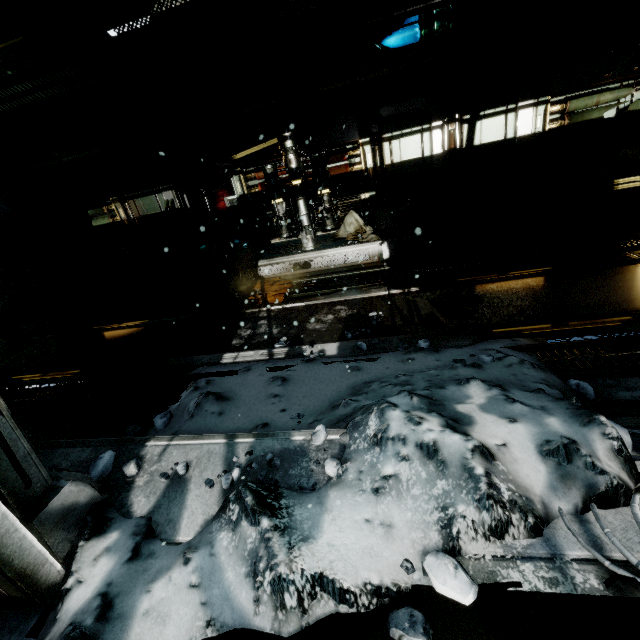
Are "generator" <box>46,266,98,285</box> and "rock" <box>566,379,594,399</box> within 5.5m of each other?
no

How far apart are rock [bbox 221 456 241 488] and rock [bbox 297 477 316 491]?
0.4m

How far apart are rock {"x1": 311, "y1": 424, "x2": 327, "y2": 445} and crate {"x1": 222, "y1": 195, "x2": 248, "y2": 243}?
9.0 meters

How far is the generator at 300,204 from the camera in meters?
6.5

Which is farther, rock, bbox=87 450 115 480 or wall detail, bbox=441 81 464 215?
wall detail, bbox=441 81 464 215

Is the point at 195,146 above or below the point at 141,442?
above

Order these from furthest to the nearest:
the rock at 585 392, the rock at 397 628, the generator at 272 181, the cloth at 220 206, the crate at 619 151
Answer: the cloth at 220 206 < the generator at 272 181 < the crate at 619 151 < the rock at 585 392 < the rock at 397 628

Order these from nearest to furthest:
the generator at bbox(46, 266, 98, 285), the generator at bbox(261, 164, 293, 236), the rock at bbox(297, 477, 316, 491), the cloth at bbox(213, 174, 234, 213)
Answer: → the rock at bbox(297, 477, 316, 491) → the generator at bbox(261, 164, 293, 236) → the generator at bbox(46, 266, 98, 285) → the cloth at bbox(213, 174, 234, 213)
